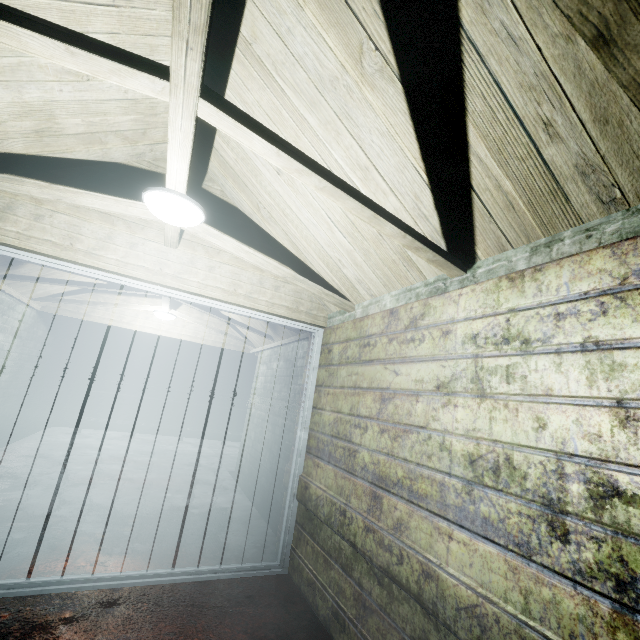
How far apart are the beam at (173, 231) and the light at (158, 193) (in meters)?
0.03

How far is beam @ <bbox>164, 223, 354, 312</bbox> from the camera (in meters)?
2.16

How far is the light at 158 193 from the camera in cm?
170

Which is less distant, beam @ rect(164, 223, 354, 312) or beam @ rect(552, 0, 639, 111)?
beam @ rect(552, 0, 639, 111)

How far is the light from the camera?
1.7m

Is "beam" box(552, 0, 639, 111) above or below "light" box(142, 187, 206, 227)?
below

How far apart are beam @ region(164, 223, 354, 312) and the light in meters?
0.0 m

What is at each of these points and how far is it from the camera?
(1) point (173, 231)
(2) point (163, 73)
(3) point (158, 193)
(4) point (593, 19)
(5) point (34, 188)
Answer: (1) beam, 2.20m
(2) beam, 1.12m
(3) light, 1.70m
(4) beam, 0.68m
(5) beam, 1.77m
